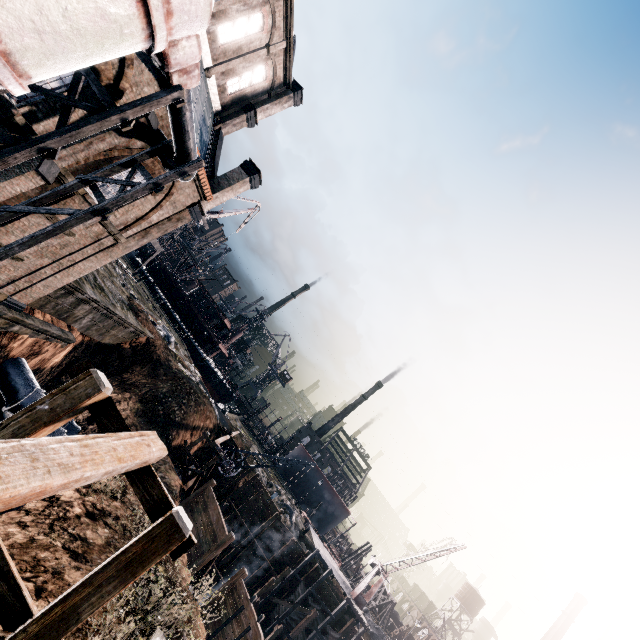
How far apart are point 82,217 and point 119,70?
6.1 meters

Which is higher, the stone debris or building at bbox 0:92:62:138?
building at bbox 0:92:62:138

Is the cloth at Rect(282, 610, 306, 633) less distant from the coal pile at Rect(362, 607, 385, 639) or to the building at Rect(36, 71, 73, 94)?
the coal pile at Rect(362, 607, 385, 639)

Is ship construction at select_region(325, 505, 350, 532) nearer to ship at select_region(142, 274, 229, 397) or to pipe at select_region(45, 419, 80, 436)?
ship at select_region(142, 274, 229, 397)

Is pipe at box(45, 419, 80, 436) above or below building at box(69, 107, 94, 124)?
below

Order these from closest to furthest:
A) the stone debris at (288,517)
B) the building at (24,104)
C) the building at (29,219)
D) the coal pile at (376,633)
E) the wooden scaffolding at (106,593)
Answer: the wooden scaffolding at (106,593), the building at (24,104), the building at (29,219), the stone debris at (288,517), the coal pile at (376,633)

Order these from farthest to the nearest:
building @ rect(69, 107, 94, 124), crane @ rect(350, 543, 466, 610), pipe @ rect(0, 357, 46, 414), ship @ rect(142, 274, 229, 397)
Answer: ship @ rect(142, 274, 229, 397) < crane @ rect(350, 543, 466, 610) < pipe @ rect(0, 357, 46, 414) < building @ rect(69, 107, 94, 124)

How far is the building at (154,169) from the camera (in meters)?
15.95
